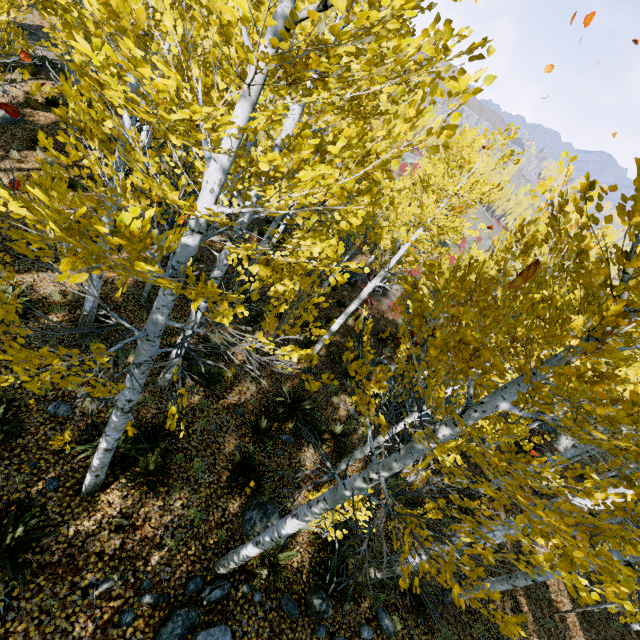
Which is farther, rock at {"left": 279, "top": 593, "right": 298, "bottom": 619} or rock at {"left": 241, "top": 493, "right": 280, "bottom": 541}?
rock at {"left": 241, "top": 493, "right": 280, "bottom": 541}

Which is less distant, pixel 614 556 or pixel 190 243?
pixel 190 243

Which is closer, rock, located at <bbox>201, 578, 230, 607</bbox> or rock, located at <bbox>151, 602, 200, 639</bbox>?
rock, located at <bbox>151, 602, 200, 639</bbox>

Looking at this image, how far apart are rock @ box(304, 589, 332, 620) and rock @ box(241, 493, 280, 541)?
0.9 meters

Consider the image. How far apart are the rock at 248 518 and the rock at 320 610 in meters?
0.9 m

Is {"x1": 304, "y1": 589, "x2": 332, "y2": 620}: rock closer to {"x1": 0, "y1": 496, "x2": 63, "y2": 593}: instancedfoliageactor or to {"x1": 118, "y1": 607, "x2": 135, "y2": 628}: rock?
{"x1": 118, "y1": 607, "x2": 135, "y2": 628}: rock

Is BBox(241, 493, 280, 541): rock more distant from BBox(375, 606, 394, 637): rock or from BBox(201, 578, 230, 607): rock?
BBox(375, 606, 394, 637): rock

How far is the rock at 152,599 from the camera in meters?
Answer: 4.7
